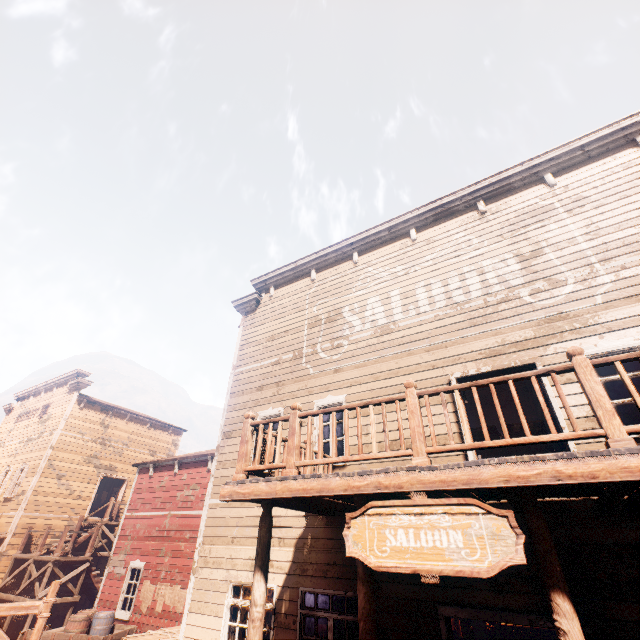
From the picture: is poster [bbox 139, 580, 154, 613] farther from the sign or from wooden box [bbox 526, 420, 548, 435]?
the sign

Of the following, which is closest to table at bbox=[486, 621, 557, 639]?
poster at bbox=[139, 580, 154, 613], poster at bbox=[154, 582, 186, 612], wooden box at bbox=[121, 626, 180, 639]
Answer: wooden box at bbox=[121, 626, 180, 639]

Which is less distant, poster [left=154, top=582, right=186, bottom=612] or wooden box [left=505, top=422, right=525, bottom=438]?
wooden box [left=505, top=422, right=525, bottom=438]

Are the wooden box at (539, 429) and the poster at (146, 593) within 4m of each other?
no

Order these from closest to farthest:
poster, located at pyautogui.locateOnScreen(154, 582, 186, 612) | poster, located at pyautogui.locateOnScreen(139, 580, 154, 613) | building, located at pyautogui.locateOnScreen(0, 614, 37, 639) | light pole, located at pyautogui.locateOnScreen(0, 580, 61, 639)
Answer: light pole, located at pyautogui.locateOnScreen(0, 580, 61, 639)
poster, located at pyautogui.locateOnScreen(154, 582, 186, 612)
poster, located at pyautogui.locateOnScreen(139, 580, 154, 613)
building, located at pyautogui.locateOnScreen(0, 614, 37, 639)

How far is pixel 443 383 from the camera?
7.27m

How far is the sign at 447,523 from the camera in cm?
296

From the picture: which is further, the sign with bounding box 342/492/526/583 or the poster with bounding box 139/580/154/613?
the poster with bounding box 139/580/154/613
